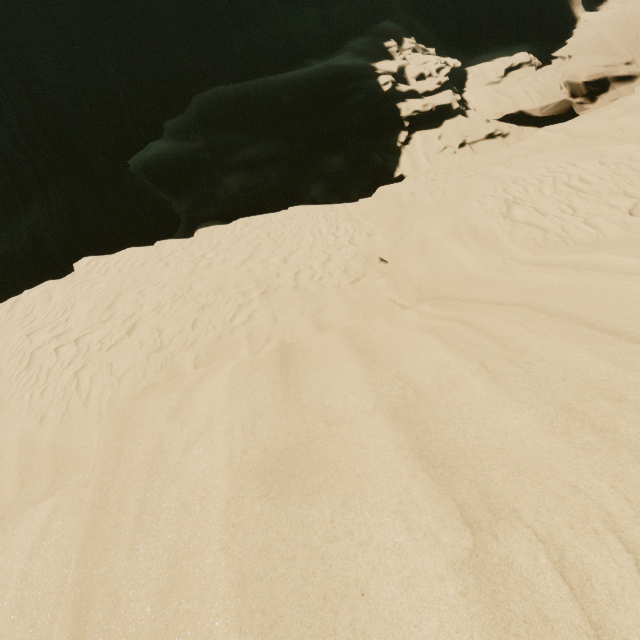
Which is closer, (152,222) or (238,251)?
(238,251)
